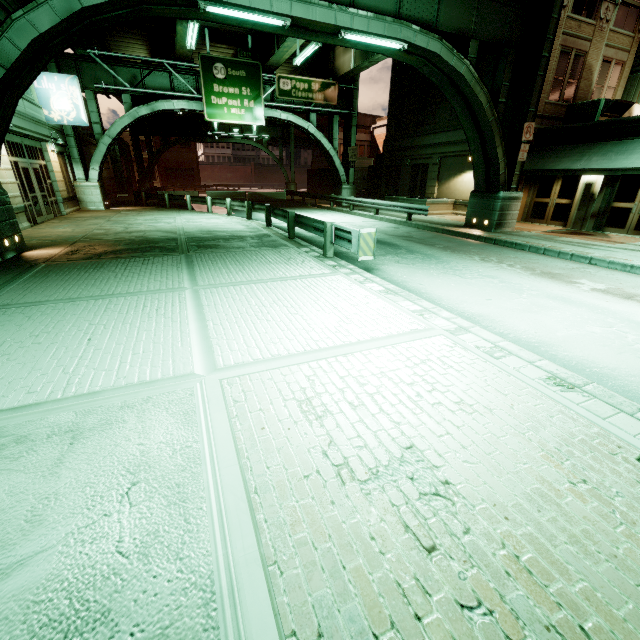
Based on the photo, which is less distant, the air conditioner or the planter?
the air conditioner

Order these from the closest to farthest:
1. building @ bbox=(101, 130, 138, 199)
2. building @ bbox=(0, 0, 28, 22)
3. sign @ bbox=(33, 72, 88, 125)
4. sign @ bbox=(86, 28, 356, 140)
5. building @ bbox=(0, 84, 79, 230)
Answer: building @ bbox=(0, 84, 79, 230), building @ bbox=(0, 0, 28, 22), sign @ bbox=(33, 72, 88, 125), sign @ bbox=(86, 28, 356, 140), building @ bbox=(101, 130, 138, 199)

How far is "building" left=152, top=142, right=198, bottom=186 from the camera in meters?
55.7

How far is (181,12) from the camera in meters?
8.9 m

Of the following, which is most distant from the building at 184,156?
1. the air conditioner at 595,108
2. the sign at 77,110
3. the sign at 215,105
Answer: the air conditioner at 595,108

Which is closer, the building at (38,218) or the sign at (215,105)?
the building at (38,218)

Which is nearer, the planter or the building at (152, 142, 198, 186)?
the planter

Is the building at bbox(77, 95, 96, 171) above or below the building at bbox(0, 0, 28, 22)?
below
